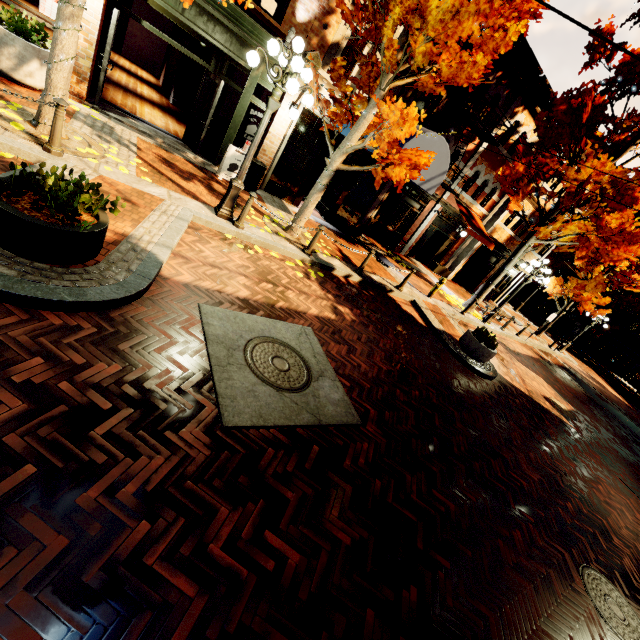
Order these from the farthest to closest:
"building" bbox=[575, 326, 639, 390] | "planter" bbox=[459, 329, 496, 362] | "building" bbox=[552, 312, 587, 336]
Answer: "building" bbox=[552, 312, 587, 336] < "building" bbox=[575, 326, 639, 390] < "planter" bbox=[459, 329, 496, 362]

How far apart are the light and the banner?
7.0m

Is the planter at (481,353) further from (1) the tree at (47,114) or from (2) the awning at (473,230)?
(2) the awning at (473,230)

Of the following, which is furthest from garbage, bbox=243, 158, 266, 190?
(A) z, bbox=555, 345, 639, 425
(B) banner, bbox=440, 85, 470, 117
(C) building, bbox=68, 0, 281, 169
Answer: (A) z, bbox=555, 345, 639, 425

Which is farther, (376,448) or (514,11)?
(514,11)

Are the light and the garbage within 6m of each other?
yes

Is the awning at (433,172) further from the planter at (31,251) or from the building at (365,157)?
the planter at (31,251)

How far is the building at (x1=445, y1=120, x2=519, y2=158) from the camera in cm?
1367
